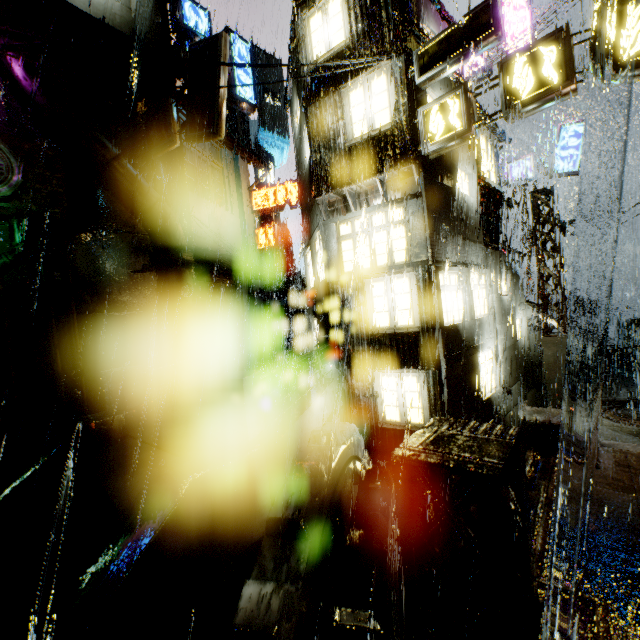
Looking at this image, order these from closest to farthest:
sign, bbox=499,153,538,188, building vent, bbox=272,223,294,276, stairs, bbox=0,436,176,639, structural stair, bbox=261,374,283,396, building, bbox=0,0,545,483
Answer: stairs, bbox=0,436,176,639 < building, bbox=0,0,545,483 < structural stair, bbox=261,374,283,396 < sign, bbox=499,153,538,188 < building vent, bbox=272,223,294,276

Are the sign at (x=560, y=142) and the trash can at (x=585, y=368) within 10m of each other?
yes

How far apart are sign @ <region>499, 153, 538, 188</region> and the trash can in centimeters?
929cm

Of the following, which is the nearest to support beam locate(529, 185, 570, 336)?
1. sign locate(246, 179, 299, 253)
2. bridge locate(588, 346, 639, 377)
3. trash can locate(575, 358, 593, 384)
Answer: trash can locate(575, 358, 593, 384)

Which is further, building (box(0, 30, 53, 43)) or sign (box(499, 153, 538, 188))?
sign (box(499, 153, 538, 188))

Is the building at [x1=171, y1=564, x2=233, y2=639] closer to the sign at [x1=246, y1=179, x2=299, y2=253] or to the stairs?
the sign at [x1=246, y1=179, x2=299, y2=253]

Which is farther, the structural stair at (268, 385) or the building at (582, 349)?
the building at (582, 349)

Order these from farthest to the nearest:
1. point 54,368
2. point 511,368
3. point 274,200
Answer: point 274,200 < point 511,368 < point 54,368
